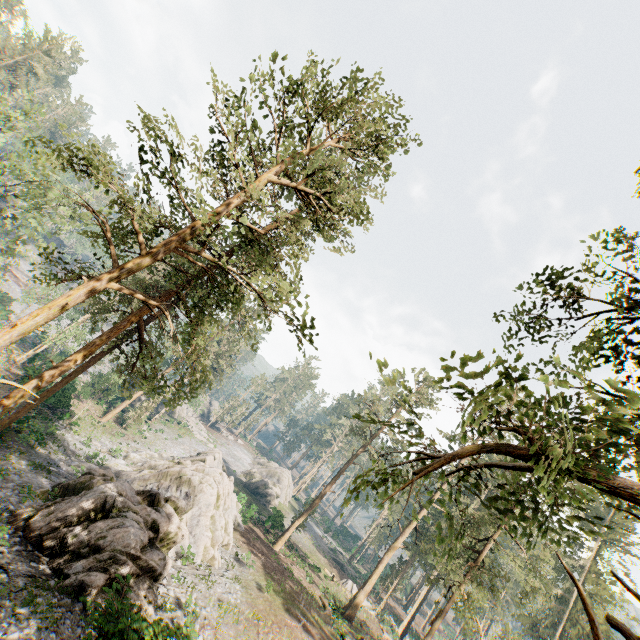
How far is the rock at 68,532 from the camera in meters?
12.9

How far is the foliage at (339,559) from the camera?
51.5 meters

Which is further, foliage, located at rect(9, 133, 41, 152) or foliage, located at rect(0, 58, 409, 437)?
foliage, located at rect(0, 58, 409, 437)

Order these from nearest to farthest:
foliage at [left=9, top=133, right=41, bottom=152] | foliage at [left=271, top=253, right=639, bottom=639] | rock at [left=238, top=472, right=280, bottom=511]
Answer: foliage at [left=271, top=253, right=639, bottom=639] → foliage at [left=9, top=133, right=41, bottom=152] → rock at [left=238, top=472, right=280, bottom=511]

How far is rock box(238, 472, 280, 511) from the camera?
52.97m

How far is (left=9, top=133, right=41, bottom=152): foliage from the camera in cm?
728

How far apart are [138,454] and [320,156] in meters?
38.7
